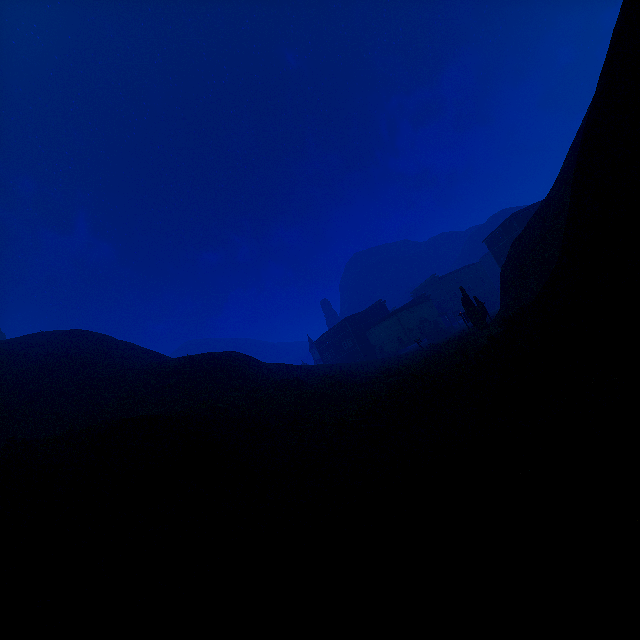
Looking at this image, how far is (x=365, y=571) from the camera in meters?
3.7

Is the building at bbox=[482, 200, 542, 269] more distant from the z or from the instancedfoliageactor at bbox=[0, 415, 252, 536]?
the instancedfoliageactor at bbox=[0, 415, 252, 536]

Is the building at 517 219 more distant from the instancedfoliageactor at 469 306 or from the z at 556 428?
the instancedfoliageactor at 469 306

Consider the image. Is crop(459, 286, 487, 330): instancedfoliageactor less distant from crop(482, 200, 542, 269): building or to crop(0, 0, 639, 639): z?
crop(0, 0, 639, 639): z

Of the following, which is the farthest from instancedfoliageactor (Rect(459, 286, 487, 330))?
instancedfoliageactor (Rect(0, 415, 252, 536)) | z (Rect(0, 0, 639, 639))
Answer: instancedfoliageactor (Rect(0, 415, 252, 536))

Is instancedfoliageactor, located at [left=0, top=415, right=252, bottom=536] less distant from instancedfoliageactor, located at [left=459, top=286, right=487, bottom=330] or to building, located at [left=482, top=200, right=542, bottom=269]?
instancedfoliageactor, located at [left=459, top=286, right=487, bottom=330]

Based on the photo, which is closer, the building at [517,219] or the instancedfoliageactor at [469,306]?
the instancedfoliageactor at [469,306]
